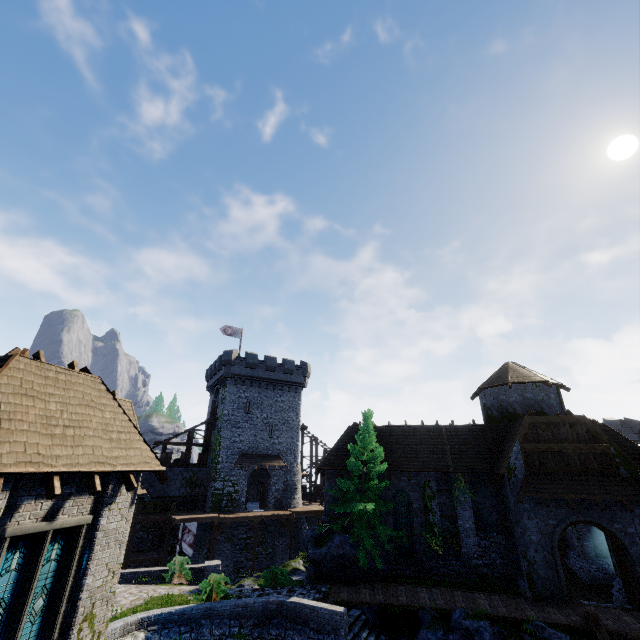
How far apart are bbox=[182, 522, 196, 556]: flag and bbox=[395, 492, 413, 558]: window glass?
18.5m

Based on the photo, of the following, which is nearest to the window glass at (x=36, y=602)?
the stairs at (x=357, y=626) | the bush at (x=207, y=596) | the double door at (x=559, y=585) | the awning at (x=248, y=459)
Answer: the bush at (x=207, y=596)

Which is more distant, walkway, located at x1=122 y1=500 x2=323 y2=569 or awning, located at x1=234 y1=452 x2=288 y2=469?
awning, located at x1=234 y1=452 x2=288 y2=469

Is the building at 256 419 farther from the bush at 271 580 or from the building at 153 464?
the building at 153 464

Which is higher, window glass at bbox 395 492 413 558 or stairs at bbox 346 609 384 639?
window glass at bbox 395 492 413 558

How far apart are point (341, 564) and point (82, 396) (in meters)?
16.80

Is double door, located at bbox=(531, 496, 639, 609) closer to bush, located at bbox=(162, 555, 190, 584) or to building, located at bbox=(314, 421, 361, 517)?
building, located at bbox=(314, 421, 361, 517)

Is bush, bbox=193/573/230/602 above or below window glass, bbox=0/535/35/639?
below
